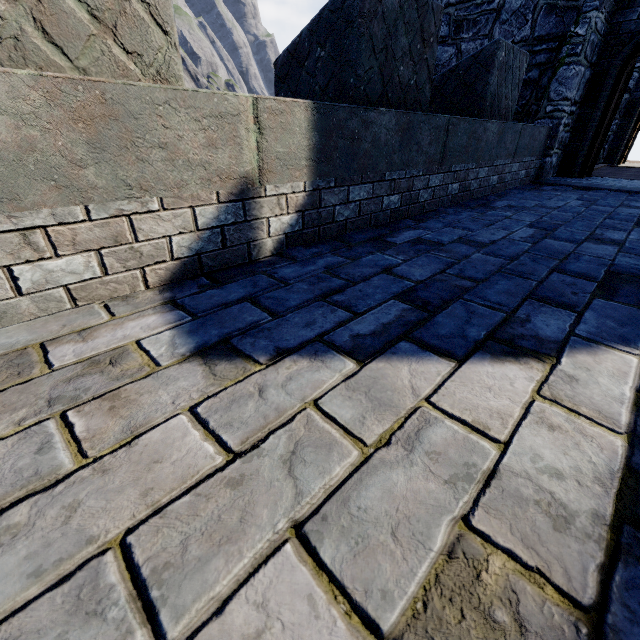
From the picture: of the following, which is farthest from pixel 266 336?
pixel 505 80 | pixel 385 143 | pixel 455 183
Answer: pixel 505 80
